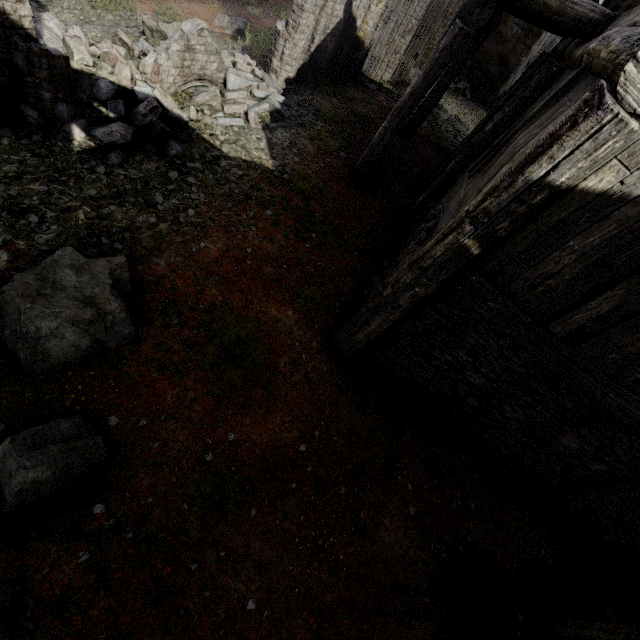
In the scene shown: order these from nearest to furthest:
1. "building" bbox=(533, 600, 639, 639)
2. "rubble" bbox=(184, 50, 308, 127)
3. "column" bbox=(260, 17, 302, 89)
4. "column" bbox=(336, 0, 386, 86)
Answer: "building" bbox=(533, 600, 639, 639) < "rubble" bbox=(184, 50, 308, 127) < "column" bbox=(260, 17, 302, 89) < "column" bbox=(336, 0, 386, 86)

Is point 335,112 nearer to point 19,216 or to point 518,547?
point 19,216

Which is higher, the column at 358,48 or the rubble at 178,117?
the column at 358,48

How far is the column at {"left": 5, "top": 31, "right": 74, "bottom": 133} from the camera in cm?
522

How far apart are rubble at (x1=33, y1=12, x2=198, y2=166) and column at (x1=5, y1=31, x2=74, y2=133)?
0.01m

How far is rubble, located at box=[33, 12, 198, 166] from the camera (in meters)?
6.20

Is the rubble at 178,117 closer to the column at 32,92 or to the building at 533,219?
the column at 32,92

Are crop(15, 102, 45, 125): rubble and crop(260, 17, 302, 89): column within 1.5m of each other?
no
